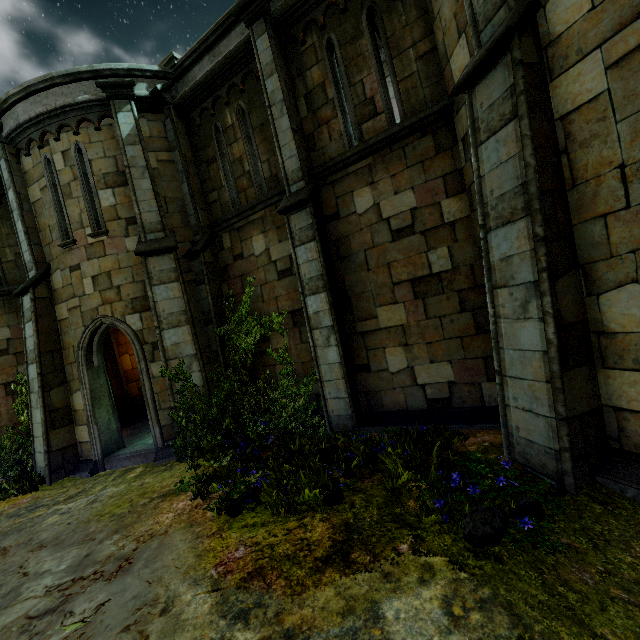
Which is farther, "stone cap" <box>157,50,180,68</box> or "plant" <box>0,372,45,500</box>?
"stone cap" <box>157,50,180,68</box>

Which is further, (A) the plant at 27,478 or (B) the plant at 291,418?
(A) the plant at 27,478

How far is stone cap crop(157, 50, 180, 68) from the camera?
8.81m

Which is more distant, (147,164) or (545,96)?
(147,164)

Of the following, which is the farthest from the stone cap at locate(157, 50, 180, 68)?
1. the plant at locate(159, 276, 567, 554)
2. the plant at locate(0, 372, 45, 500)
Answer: the plant at locate(0, 372, 45, 500)

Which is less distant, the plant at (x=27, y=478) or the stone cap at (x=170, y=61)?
the plant at (x=27, y=478)

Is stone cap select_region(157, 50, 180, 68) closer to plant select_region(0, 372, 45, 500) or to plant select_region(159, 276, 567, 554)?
plant select_region(159, 276, 567, 554)
